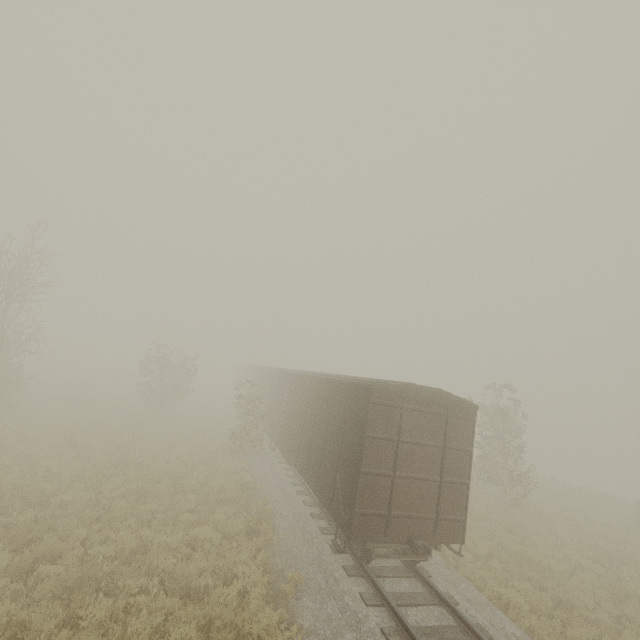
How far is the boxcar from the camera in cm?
796

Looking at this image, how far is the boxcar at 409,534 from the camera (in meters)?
7.96

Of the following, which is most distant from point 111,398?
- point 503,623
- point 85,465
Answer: point 503,623
